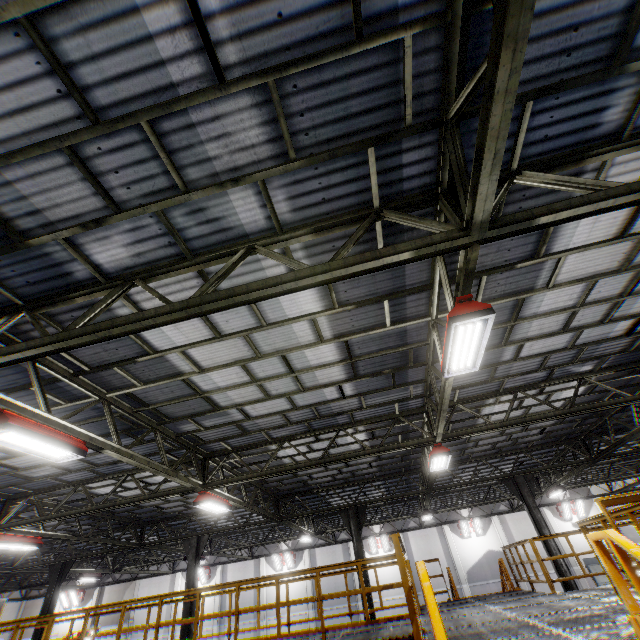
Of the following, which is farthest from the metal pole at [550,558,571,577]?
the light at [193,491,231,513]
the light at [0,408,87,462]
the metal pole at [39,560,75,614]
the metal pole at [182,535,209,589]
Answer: the metal pole at [39,560,75,614]

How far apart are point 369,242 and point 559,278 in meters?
→ 4.2

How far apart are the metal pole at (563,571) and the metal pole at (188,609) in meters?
14.6 m

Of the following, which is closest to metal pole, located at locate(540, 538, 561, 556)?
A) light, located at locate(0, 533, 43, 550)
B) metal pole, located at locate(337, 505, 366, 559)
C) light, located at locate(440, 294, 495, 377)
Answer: metal pole, located at locate(337, 505, 366, 559)

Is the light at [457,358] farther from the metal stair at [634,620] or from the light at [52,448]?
the light at [52,448]

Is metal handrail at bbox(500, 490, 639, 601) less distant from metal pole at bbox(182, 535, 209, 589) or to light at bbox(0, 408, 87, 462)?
light at bbox(0, 408, 87, 462)

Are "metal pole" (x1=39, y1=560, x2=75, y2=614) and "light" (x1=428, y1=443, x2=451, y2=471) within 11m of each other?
no

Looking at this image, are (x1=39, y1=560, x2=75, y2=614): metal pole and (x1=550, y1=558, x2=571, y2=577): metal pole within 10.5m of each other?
no
